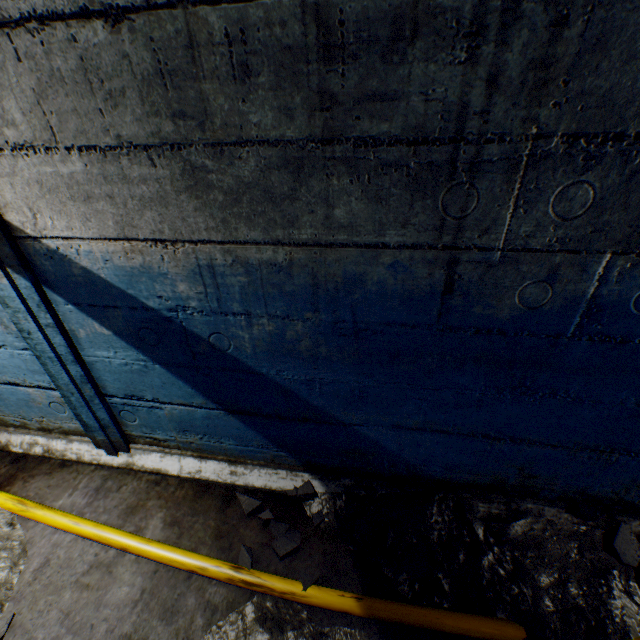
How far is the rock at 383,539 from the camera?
1.7 meters

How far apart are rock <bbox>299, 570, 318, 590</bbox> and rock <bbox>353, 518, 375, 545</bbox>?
0.3m

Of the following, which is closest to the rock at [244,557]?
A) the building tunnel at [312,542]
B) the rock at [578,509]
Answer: the building tunnel at [312,542]

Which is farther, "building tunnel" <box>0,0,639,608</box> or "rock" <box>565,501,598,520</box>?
"rock" <box>565,501,598,520</box>

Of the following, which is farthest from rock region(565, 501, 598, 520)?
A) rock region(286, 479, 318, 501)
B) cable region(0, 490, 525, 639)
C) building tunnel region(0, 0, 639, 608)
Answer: rock region(286, 479, 318, 501)

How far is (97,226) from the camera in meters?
1.3

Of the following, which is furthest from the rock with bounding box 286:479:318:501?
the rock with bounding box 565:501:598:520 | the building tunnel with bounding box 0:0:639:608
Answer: the rock with bounding box 565:501:598:520

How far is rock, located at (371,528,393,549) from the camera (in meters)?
1.68
